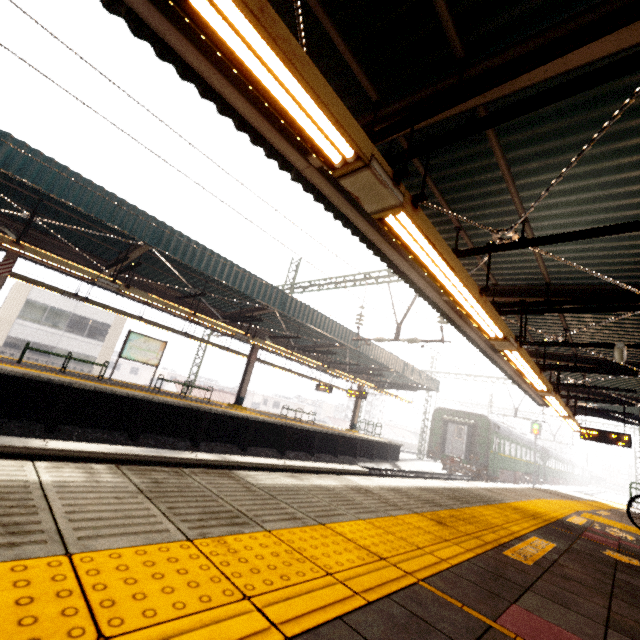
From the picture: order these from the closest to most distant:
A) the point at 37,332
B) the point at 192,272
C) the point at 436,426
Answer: the point at 192,272, the point at 436,426, the point at 37,332

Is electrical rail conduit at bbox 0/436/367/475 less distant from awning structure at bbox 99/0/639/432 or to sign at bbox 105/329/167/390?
awning structure at bbox 99/0/639/432

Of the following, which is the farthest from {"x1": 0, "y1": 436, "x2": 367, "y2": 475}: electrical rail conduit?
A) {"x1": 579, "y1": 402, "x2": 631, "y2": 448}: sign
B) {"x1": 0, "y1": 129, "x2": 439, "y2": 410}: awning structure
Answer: {"x1": 579, "y1": 402, "x2": 631, "y2": 448}: sign

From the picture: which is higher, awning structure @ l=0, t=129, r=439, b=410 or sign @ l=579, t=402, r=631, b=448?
awning structure @ l=0, t=129, r=439, b=410

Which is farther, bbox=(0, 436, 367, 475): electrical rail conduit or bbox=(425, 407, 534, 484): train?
bbox=(425, 407, 534, 484): train

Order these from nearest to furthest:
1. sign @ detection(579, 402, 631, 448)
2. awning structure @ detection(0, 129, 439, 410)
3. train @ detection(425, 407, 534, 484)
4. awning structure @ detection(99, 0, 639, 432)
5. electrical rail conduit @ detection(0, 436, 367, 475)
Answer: awning structure @ detection(99, 0, 639, 432) < electrical rail conduit @ detection(0, 436, 367, 475) < awning structure @ detection(0, 129, 439, 410) < sign @ detection(579, 402, 631, 448) < train @ detection(425, 407, 534, 484)

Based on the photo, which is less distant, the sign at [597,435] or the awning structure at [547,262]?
the awning structure at [547,262]

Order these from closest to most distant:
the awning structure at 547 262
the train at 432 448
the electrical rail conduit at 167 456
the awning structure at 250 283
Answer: the awning structure at 547 262 → the electrical rail conduit at 167 456 → the awning structure at 250 283 → the train at 432 448
